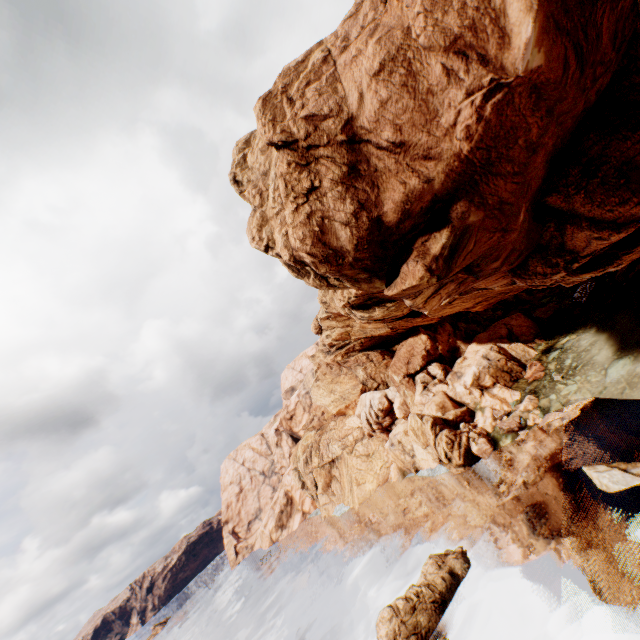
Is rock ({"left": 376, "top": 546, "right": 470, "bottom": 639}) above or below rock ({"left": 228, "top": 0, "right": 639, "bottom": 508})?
below

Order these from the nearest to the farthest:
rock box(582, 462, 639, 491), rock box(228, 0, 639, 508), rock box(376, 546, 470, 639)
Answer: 1. rock box(228, 0, 639, 508)
2. rock box(582, 462, 639, 491)
3. rock box(376, 546, 470, 639)

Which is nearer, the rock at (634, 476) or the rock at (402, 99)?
the rock at (402, 99)

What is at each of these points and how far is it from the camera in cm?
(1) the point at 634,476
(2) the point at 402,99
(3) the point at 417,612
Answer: (1) rock, 2059
(2) rock, 1461
(3) rock, 2273

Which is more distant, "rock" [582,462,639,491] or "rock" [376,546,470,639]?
"rock" [376,546,470,639]
